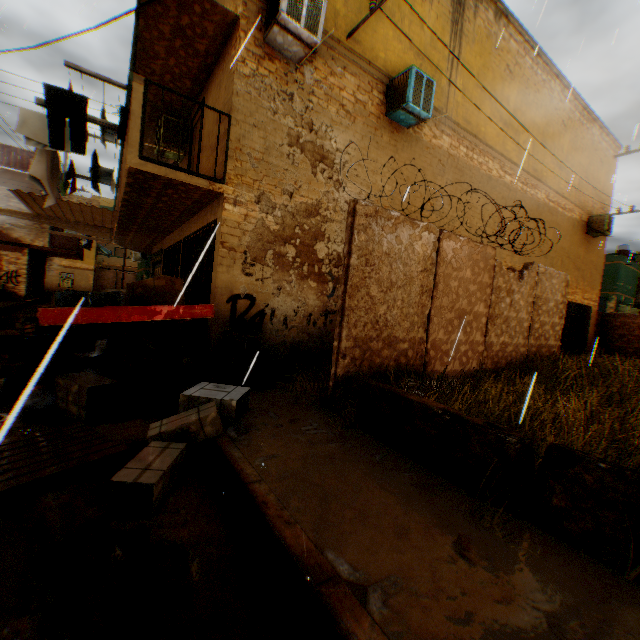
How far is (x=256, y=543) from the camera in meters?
2.4

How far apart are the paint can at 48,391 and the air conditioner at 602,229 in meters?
19.4

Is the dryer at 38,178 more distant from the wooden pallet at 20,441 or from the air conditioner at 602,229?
the air conditioner at 602,229

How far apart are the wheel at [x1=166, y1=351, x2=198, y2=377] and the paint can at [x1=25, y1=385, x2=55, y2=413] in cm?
173

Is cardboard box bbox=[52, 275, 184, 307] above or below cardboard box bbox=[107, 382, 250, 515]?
above

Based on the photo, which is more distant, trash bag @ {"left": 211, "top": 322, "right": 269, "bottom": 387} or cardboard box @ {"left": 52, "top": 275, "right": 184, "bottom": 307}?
trash bag @ {"left": 211, "top": 322, "right": 269, "bottom": 387}

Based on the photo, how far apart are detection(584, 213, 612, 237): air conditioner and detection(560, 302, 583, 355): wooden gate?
3.2 meters

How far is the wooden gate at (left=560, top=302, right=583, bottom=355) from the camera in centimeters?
1525cm
